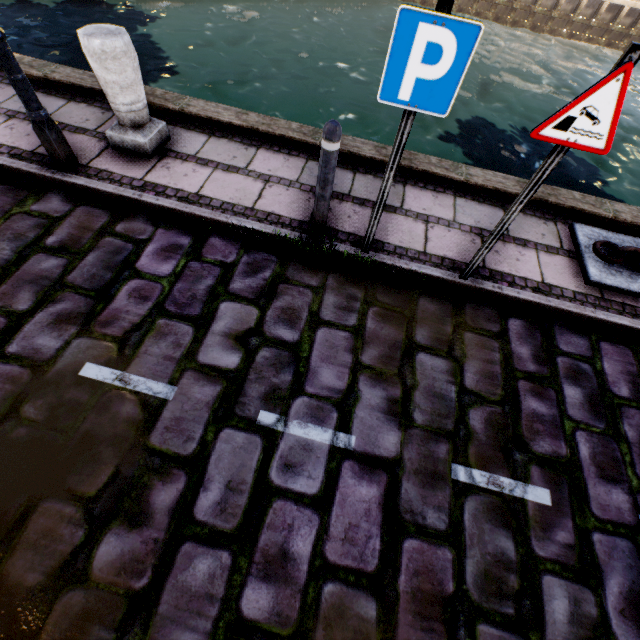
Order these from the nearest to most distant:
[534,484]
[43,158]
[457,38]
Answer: [457,38] → [534,484] → [43,158]

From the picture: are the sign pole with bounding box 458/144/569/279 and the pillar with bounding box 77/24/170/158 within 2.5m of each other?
no

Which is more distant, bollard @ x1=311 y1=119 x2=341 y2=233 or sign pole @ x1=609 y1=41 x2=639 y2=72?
bollard @ x1=311 y1=119 x2=341 y2=233

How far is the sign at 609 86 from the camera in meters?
1.9 m

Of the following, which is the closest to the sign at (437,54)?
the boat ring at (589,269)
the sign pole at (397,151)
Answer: the sign pole at (397,151)

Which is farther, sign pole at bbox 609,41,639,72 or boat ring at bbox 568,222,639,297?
boat ring at bbox 568,222,639,297

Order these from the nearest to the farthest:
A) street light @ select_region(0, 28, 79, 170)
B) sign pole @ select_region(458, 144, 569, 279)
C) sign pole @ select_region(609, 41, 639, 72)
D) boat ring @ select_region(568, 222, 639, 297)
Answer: sign pole @ select_region(609, 41, 639, 72) < sign pole @ select_region(458, 144, 569, 279) < street light @ select_region(0, 28, 79, 170) < boat ring @ select_region(568, 222, 639, 297)

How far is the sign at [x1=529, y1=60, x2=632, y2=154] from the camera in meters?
1.9
